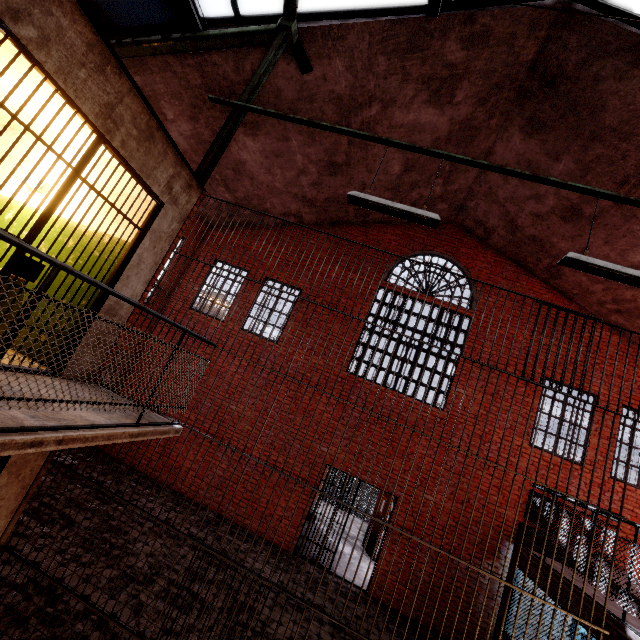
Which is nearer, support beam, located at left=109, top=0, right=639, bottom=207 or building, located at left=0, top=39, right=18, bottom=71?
building, located at left=0, top=39, right=18, bottom=71

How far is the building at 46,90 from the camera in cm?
375

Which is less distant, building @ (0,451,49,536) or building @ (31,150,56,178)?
building @ (0,451,49,536)

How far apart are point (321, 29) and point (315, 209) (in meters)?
5.07

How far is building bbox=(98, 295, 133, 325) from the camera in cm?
385

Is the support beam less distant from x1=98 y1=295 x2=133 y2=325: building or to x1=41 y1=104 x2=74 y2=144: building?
x1=98 y1=295 x2=133 y2=325: building

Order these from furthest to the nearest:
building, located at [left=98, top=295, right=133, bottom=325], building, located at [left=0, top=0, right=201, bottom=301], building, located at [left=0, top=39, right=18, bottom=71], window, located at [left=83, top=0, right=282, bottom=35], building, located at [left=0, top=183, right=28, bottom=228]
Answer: window, located at [left=83, top=0, right=282, bottom=35] < building, located at [left=0, top=183, right=28, bottom=228] < building, located at [left=98, top=295, right=133, bottom=325] < building, located at [left=0, top=39, right=18, bottom=71] < building, located at [left=0, top=0, right=201, bottom=301]

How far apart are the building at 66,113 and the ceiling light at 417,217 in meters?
2.9
